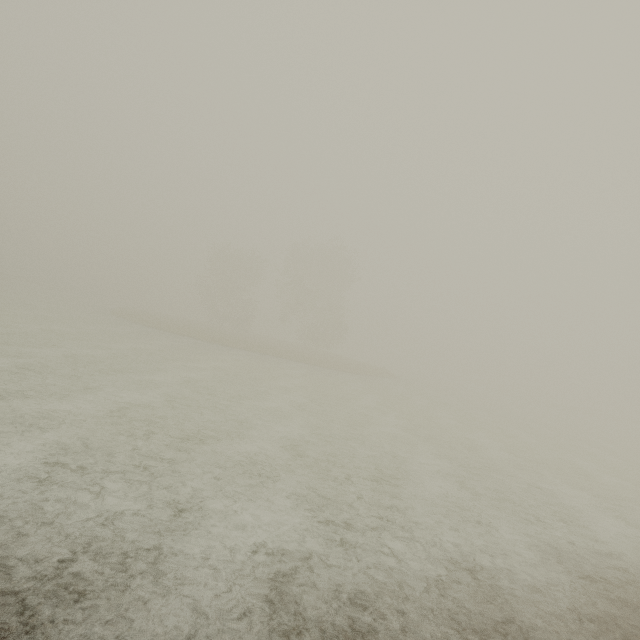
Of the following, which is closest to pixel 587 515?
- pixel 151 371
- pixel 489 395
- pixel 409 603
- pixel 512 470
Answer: pixel 512 470
